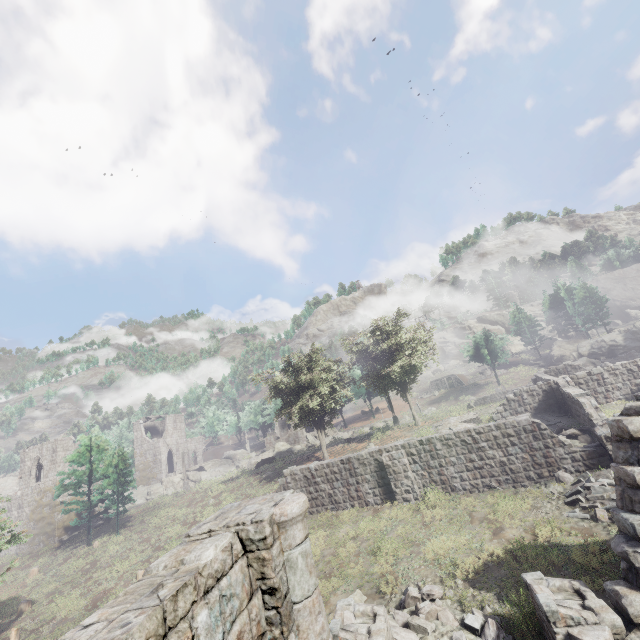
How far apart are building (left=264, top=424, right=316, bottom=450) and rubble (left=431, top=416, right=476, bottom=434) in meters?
30.5

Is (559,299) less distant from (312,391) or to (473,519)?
(312,391)

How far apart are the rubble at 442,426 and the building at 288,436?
30.47m

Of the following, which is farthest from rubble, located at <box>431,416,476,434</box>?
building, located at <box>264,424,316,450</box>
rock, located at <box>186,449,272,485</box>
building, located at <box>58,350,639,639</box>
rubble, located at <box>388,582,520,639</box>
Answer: building, located at <box>264,424,316,450</box>

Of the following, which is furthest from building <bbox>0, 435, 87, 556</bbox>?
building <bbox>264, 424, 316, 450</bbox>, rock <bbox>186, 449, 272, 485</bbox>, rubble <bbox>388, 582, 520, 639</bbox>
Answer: rubble <bbox>388, 582, 520, 639</bbox>

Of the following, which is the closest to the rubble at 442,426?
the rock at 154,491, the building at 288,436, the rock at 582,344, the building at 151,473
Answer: the building at 288,436

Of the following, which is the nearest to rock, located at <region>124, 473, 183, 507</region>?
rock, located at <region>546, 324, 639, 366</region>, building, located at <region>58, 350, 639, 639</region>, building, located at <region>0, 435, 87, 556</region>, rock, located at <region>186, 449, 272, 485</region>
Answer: rock, located at <region>186, 449, 272, 485</region>

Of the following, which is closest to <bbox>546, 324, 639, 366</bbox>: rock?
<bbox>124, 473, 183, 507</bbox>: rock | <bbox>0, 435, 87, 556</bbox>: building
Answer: <bbox>124, 473, 183, 507</bbox>: rock
